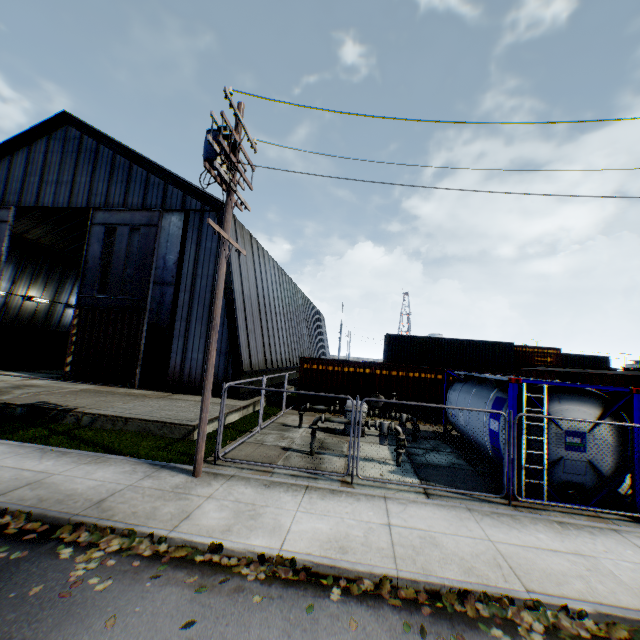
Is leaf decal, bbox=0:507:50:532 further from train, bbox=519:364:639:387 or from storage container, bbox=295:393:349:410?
train, bbox=519:364:639:387

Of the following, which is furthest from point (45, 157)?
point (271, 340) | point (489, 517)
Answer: point (489, 517)

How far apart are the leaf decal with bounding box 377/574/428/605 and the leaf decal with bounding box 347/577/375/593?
0.1m

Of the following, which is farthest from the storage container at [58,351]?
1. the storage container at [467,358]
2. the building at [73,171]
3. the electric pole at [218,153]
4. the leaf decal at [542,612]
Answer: the leaf decal at [542,612]

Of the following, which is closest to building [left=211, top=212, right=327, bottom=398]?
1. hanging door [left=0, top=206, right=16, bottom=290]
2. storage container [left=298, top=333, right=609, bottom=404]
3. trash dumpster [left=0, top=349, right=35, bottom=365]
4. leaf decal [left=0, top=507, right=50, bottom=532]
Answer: hanging door [left=0, top=206, right=16, bottom=290]

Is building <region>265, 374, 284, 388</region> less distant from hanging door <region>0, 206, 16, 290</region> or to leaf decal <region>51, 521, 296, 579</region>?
hanging door <region>0, 206, 16, 290</region>

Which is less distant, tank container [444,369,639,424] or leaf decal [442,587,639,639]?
leaf decal [442,587,639,639]

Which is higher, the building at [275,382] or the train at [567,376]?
the train at [567,376]
